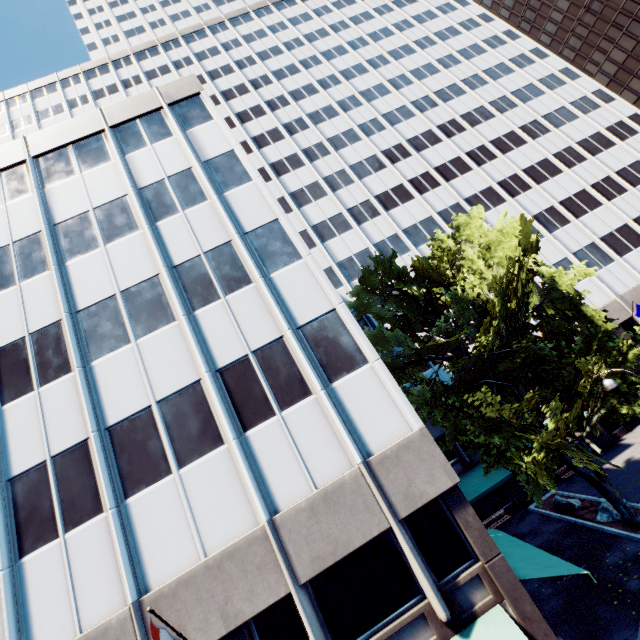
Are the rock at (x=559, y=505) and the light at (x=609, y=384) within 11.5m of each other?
no

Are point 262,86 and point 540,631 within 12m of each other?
no

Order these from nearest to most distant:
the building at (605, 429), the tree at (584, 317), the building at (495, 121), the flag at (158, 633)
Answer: the flag at (158, 633) → the building at (495, 121) → the tree at (584, 317) → the building at (605, 429)

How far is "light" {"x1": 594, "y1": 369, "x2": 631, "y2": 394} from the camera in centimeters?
1095cm

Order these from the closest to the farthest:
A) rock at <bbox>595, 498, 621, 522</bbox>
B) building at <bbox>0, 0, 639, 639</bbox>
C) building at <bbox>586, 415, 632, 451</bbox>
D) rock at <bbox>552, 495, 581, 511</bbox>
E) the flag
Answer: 1. the flag
2. building at <bbox>0, 0, 639, 639</bbox>
3. rock at <bbox>595, 498, 621, 522</bbox>
4. rock at <bbox>552, 495, 581, 511</bbox>
5. building at <bbox>586, 415, 632, 451</bbox>

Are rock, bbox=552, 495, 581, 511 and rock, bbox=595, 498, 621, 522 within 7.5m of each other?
yes

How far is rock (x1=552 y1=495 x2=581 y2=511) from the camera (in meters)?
19.61

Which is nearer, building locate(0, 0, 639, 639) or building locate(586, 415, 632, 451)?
building locate(0, 0, 639, 639)
